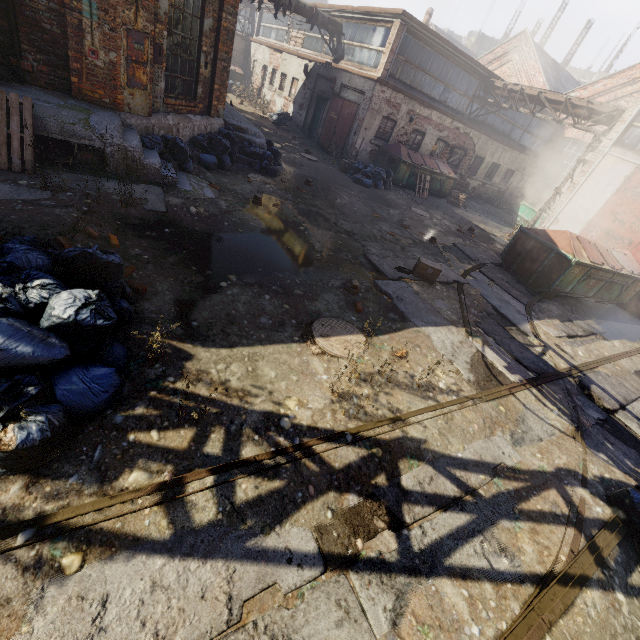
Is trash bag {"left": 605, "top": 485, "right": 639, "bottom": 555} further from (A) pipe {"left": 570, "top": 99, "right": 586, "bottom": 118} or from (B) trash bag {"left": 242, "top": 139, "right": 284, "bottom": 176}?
(A) pipe {"left": 570, "top": 99, "right": 586, "bottom": 118}

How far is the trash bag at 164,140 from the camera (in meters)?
7.20

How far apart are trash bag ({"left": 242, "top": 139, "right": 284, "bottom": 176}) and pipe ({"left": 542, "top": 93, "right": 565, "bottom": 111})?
13.34m

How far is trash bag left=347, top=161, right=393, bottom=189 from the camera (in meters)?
14.09

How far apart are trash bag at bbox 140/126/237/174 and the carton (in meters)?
5.78

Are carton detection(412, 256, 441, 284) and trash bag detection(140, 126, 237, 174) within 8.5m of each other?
yes

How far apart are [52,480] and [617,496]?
5.65m

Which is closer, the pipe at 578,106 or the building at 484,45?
the pipe at 578,106
